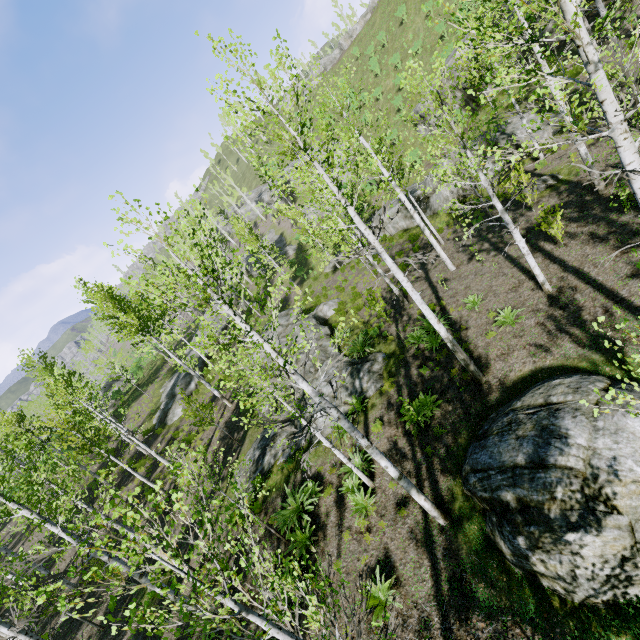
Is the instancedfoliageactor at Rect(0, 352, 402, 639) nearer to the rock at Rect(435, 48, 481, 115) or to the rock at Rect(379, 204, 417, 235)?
the rock at Rect(379, 204, 417, 235)

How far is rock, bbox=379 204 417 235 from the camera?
23.8 meters

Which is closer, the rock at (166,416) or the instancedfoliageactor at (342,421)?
the instancedfoliageactor at (342,421)

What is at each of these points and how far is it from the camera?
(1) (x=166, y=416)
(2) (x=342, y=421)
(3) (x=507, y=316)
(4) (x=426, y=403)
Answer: (1) rock, 25.7 meters
(2) instancedfoliageactor, 6.6 meters
(3) instancedfoliageactor, 10.1 meters
(4) instancedfoliageactor, 10.4 meters

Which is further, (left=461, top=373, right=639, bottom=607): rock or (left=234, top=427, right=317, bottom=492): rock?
(left=234, top=427, right=317, bottom=492): rock

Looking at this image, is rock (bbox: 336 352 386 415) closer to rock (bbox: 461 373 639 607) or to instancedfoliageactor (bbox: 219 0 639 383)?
instancedfoliageactor (bbox: 219 0 639 383)

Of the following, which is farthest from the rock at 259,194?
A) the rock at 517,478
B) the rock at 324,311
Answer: the rock at 517,478

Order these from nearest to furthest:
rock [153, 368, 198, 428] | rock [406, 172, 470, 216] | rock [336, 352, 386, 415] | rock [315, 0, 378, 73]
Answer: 1. rock [336, 352, 386, 415]
2. rock [406, 172, 470, 216]
3. rock [153, 368, 198, 428]
4. rock [315, 0, 378, 73]
